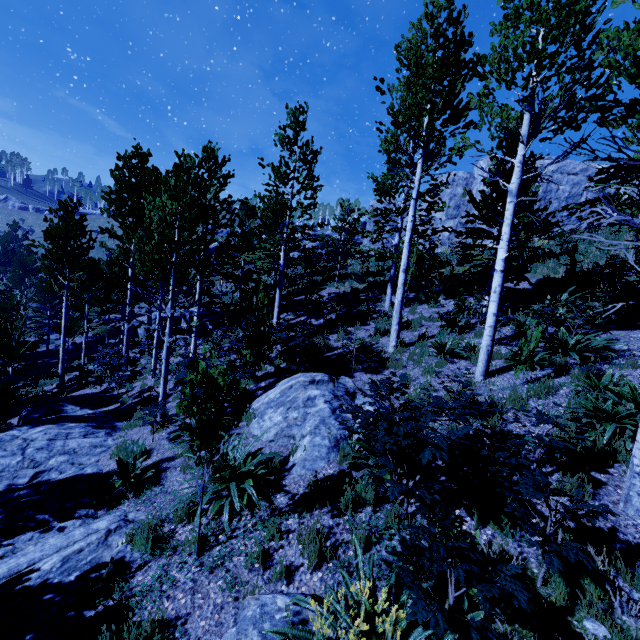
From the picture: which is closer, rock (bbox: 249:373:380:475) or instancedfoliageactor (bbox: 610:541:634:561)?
instancedfoliageactor (bbox: 610:541:634:561)

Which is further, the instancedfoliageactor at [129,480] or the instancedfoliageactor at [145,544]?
the instancedfoliageactor at [129,480]

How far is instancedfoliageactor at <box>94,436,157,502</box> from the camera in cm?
614

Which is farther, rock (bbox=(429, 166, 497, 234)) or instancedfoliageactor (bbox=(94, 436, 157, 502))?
rock (bbox=(429, 166, 497, 234))

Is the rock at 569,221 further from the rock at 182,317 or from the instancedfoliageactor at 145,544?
the rock at 182,317

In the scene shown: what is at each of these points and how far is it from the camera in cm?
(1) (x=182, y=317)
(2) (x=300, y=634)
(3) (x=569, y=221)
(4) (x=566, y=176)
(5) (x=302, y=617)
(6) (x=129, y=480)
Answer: (1) rock, 2112
(2) instancedfoliageactor, 265
(3) rock, 2131
(4) rock, 2105
(5) rock, 312
(6) instancedfoliageactor, 638

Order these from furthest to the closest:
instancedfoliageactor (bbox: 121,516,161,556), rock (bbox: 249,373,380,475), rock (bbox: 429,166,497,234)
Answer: rock (bbox: 429,166,497,234) → rock (bbox: 249,373,380,475) → instancedfoliageactor (bbox: 121,516,161,556)
